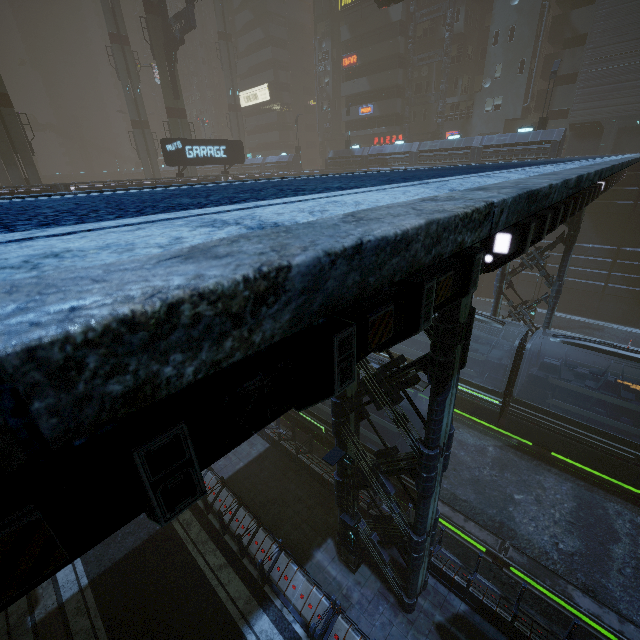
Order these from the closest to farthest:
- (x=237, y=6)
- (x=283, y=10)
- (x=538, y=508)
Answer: (x=538, y=508) < (x=283, y=10) < (x=237, y=6)

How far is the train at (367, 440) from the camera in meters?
12.7

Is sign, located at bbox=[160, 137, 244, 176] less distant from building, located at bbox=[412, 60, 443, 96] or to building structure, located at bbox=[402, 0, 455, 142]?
building, located at bbox=[412, 60, 443, 96]

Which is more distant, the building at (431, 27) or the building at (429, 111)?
the building at (429, 111)

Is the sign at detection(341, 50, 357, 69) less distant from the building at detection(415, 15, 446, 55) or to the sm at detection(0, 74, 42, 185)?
the building at detection(415, 15, 446, 55)

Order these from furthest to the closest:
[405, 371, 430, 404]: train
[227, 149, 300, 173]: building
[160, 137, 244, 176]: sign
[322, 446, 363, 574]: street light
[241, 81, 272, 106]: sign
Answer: [241, 81, 272, 106]: sign < [227, 149, 300, 173]: building < [160, 137, 244, 176]: sign < [405, 371, 430, 404]: train < [322, 446, 363, 574]: street light

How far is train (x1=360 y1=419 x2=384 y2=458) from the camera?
12.7 meters

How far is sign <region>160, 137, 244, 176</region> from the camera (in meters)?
26.03
